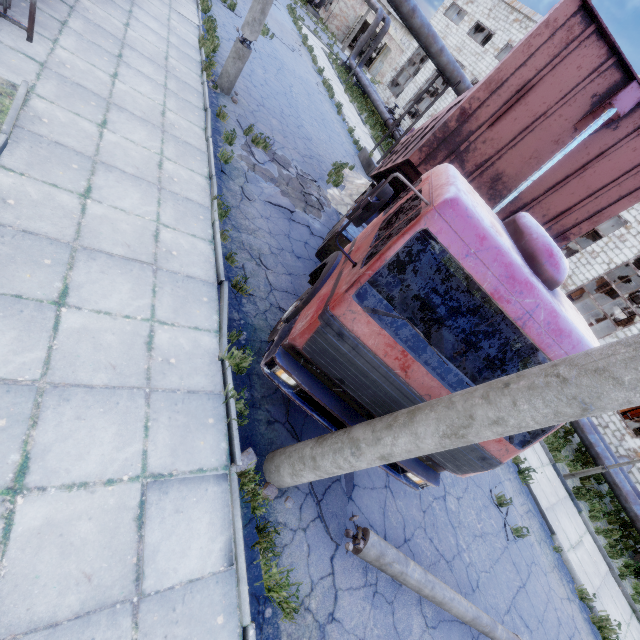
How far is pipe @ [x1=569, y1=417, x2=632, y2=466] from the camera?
11.80m

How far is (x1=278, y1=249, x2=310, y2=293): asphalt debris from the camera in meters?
7.2

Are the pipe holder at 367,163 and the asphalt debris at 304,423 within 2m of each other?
no

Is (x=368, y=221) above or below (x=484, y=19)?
below

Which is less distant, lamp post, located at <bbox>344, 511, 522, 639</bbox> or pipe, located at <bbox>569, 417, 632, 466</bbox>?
lamp post, located at <bbox>344, 511, 522, 639</bbox>

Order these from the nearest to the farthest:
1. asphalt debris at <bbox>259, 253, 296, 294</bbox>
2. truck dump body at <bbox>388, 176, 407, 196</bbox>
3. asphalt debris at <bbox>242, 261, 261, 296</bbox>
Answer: asphalt debris at <bbox>242, 261, 261, 296</bbox>, asphalt debris at <bbox>259, 253, 296, 294</bbox>, truck dump body at <bbox>388, 176, 407, 196</bbox>

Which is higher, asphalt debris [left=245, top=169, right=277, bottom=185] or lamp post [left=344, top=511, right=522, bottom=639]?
lamp post [left=344, top=511, right=522, bottom=639]

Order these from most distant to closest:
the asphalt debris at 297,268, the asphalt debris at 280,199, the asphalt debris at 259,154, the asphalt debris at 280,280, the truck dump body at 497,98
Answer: the asphalt debris at 259,154, the asphalt debris at 280,199, the asphalt debris at 297,268, the asphalt debris at 280,280, the truck dump body at 497,98
